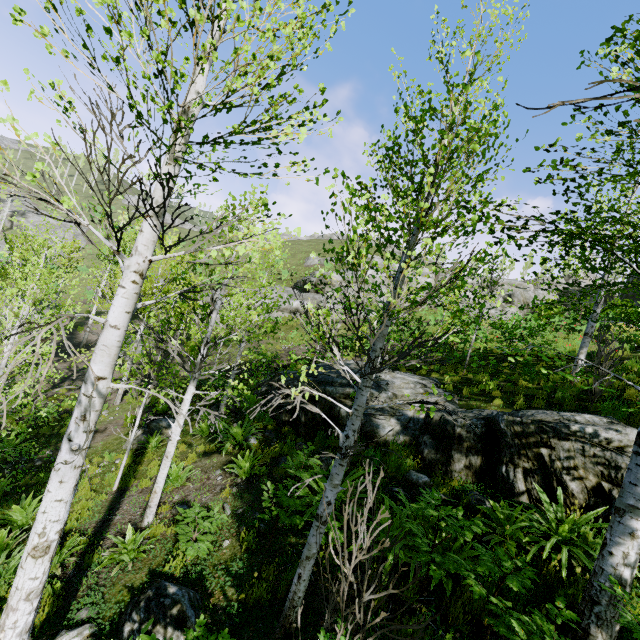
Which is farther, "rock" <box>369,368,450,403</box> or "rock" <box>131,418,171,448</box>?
"rock" <box>131,418,171,448</box>

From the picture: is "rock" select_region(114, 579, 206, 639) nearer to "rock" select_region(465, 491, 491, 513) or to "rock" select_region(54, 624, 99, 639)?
"rock" select_region(54, 624, 99, 639)

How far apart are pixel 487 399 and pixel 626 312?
11.43m

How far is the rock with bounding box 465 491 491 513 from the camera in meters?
5.1

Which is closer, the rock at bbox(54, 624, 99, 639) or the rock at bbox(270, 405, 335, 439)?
the rock at bbox(54, 624, 99, 639)

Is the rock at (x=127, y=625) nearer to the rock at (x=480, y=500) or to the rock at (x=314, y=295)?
the rock at (x=480, y=500)

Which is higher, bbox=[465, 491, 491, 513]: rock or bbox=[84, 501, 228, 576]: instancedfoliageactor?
bbox=[465, 491, 491, 513]: rock

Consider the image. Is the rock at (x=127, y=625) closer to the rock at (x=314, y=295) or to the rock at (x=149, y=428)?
the rock at (x=149, y=428)
